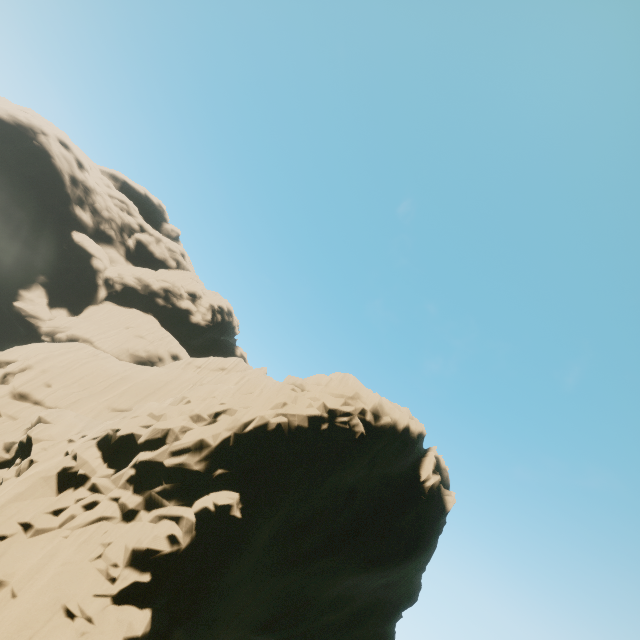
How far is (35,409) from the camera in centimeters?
2459cm
